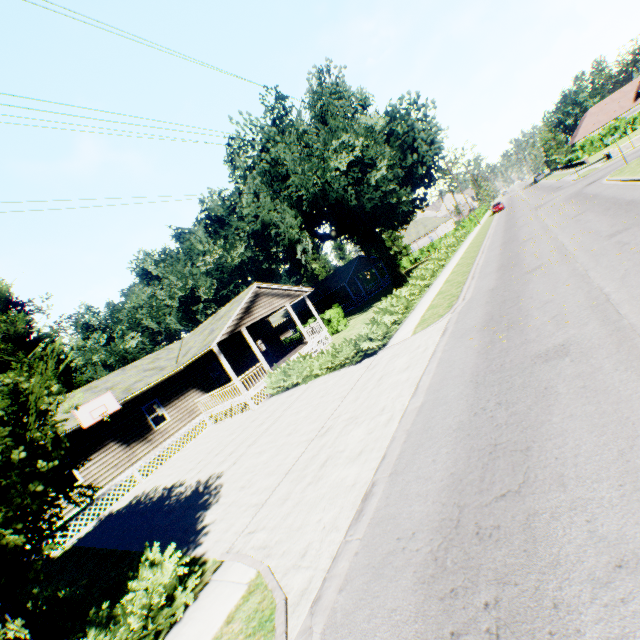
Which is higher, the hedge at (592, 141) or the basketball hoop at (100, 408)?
the basketball hoop at (100, 408)

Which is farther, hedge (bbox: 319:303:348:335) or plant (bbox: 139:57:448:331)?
hedge (bbox: 319:303:348:335)

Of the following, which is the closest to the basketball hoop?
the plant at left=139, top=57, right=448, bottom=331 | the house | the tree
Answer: the house

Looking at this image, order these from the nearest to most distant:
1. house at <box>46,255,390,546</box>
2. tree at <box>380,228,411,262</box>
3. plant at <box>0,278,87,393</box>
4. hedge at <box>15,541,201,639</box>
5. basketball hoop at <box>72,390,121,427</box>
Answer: hedge at <box>15,541,201,639</box> → basketball hoop at <box>72,390,121,427</box> → house at <box>46,255,390,546</box> → plant at <box>0,278,87,393</box> → tree at <box>380,228,411,262</box>

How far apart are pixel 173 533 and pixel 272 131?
28.3m

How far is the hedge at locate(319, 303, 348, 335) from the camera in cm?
2841

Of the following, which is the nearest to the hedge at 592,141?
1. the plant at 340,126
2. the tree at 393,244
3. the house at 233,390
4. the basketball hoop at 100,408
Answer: the tree at 393,244

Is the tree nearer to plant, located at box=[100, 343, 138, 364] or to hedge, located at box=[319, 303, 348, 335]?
hedge, located at box=[319, 303, 348, 335]
